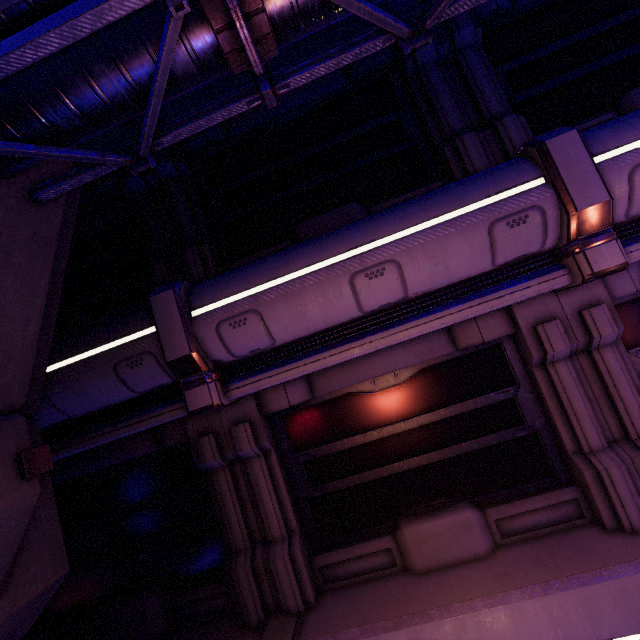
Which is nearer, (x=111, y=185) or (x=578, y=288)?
(x=578, y=288)

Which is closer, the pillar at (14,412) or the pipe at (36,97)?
the pipe at (36,97)

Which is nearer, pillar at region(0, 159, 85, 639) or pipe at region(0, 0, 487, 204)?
pipe at region(0, 0, 487, 204)
